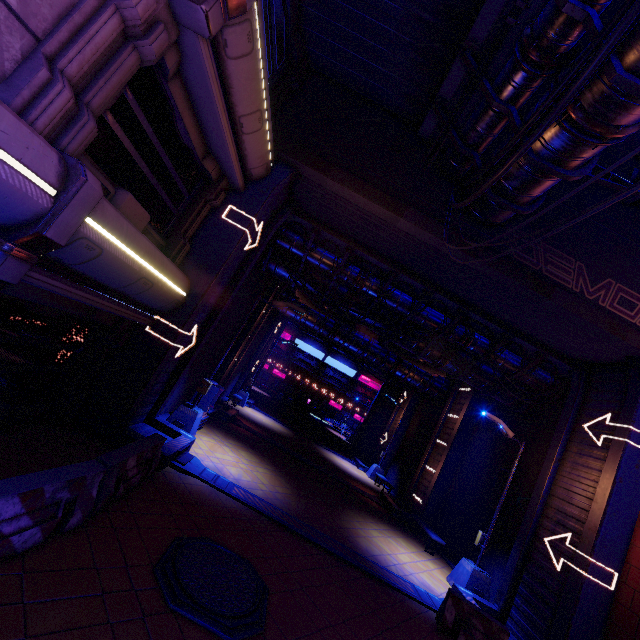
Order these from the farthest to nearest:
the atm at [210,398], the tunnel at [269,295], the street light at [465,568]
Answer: the tunnel at [269,295], the atm at [210,398], the street light at [465,568]

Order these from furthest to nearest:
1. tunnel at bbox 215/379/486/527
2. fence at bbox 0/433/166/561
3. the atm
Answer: tunnel at bbox 215/379/486/527 < the atm < fence at bbox 0/433/166/561

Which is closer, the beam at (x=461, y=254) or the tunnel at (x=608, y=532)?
the tunnel at (x=608, y=532)

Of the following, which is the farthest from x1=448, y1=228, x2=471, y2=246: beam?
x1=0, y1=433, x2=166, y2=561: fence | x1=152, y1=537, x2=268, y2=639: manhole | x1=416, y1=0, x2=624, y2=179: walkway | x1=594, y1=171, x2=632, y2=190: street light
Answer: x1=152, y1=537, x2=268, y2=639: manhole

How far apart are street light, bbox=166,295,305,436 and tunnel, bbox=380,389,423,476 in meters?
17.1 m

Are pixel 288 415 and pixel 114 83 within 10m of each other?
no

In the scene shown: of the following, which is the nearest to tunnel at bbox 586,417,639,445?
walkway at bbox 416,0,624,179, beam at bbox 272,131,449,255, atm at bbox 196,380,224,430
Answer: beam at bbox 272,131,449,255

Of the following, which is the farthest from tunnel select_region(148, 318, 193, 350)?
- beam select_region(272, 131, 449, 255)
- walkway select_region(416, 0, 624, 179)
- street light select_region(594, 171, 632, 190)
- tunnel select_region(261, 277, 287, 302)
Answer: tunnel select_region(261, 277, 287, 302)
